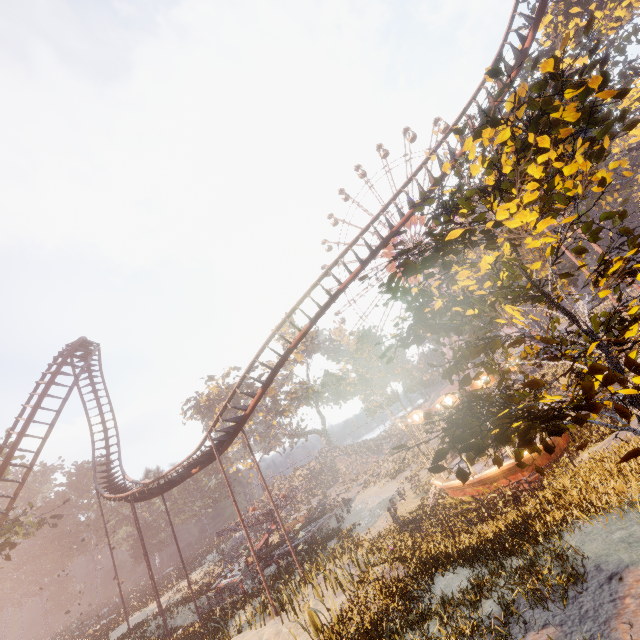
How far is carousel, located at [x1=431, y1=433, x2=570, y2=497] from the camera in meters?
14.5

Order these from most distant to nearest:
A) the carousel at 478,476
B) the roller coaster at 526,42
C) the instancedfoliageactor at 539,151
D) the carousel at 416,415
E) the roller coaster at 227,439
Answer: the roller coaster at 227,439
the roller coaster at 526,42
the carousel at 416,415
the carousel at 478,476
the instancedfoliageactor at 539,151

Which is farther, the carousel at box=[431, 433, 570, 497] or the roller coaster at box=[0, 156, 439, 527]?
the roller coaster at box=[0, 156, 439, 527]

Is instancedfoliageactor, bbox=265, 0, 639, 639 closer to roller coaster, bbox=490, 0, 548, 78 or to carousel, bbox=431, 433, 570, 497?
carousel, bbox=431, 433, 570, 497

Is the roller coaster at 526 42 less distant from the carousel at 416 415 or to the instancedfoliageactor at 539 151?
the instancedfoliageactor at 539 151

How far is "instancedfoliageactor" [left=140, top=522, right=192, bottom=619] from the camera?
26.5m

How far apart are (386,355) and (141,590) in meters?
64.0
